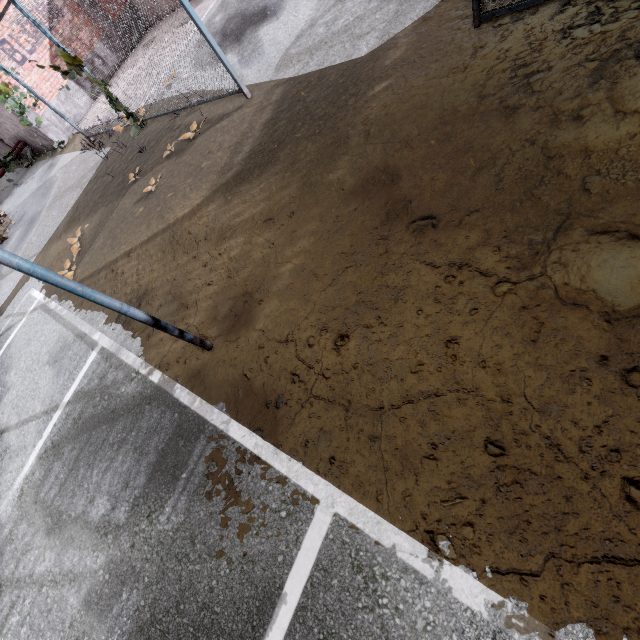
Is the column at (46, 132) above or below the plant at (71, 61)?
below

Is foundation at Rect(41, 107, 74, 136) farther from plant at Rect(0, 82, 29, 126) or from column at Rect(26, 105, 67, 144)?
plant at Rect(0, 82, 29, 126)

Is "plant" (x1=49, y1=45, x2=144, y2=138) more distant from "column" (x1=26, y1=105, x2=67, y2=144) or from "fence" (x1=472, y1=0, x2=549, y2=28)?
"column" (x1=26, y1=105, x2=67, y2=144)

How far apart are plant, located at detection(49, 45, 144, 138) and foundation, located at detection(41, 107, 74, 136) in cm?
665

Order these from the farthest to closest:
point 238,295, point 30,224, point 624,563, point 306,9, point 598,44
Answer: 1. point 30,224
2. point 306,9
3. point 238,295
4. point 598,44
5. point 624,563

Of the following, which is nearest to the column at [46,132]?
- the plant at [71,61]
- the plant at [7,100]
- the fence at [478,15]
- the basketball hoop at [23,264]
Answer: the plant at [7,100]

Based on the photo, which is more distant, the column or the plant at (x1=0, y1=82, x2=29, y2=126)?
the column

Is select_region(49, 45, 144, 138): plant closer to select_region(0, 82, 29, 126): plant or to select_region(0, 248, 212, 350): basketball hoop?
select_region(0, 82, 29, 126): plant
